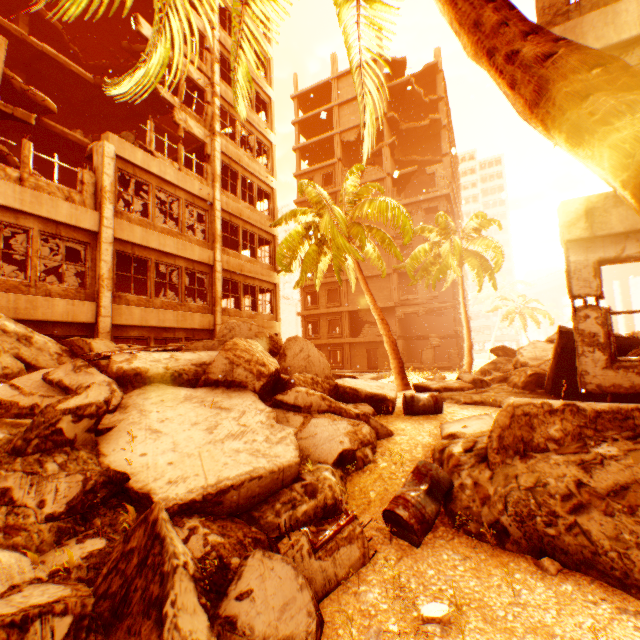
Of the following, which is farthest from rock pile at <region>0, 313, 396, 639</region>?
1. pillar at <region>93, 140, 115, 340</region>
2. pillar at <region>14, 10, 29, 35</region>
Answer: pillar at <region>14, 10, 29, 35</region>

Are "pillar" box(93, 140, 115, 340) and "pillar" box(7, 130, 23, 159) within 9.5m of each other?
yes

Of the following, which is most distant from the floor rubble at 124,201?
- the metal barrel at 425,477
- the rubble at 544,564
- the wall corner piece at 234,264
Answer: the rubble at 544,564

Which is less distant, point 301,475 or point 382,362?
point 301,475

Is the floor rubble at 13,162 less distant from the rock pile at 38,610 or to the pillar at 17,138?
the pillar at 17,138

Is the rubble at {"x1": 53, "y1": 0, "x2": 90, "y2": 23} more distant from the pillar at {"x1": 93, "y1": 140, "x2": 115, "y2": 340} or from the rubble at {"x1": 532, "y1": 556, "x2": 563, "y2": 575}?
the pillar at {"x1": 93, "y1": 140, "x2": 115, "y2": 340}

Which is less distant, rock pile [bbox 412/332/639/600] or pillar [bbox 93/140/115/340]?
rock pile [bbox 412/332/639/600]

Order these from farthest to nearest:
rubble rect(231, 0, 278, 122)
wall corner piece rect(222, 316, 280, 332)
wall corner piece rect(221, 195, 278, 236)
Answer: wall corner piece rect(221, 195, 278, 236)
wall corner piece rect(222, 316, 280, 332)
rubble rect(231, 0, 278, 122)
